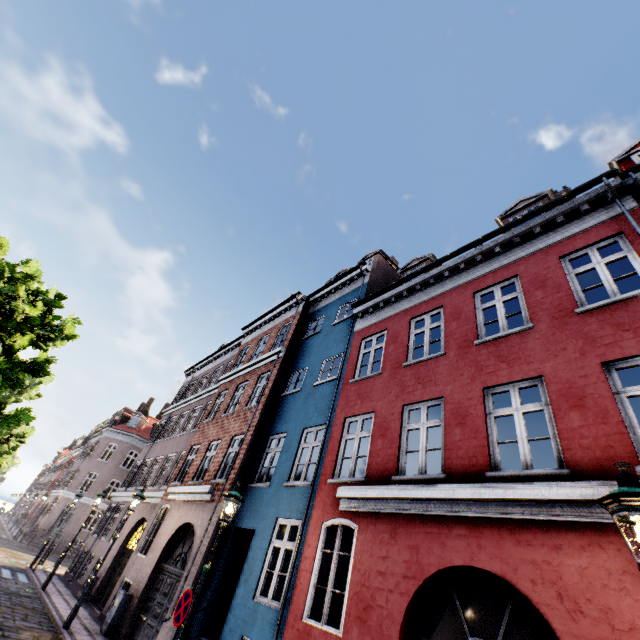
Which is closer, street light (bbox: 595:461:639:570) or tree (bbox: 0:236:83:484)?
street light (bbox: 595:461:639:570)

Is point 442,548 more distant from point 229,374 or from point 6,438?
point 6,438

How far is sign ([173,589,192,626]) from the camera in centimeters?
593cm

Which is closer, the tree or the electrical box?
the tree

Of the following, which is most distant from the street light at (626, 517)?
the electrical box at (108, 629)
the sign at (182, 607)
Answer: the electrical box at (108, 629)

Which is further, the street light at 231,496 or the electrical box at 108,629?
the electrical box at 108,629

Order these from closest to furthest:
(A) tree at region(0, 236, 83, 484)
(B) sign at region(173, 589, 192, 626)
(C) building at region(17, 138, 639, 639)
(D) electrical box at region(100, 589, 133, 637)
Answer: (C) building at region(17, 138, 639, 639)
(B) sign at region(173, 589, 192, 626)
(A) tree at region(0, 236, 83, 484)
(D) electrical box at region(100, 589, 133, 637)

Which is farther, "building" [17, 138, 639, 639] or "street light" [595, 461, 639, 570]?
"building" [17, 138, 639, 639]
